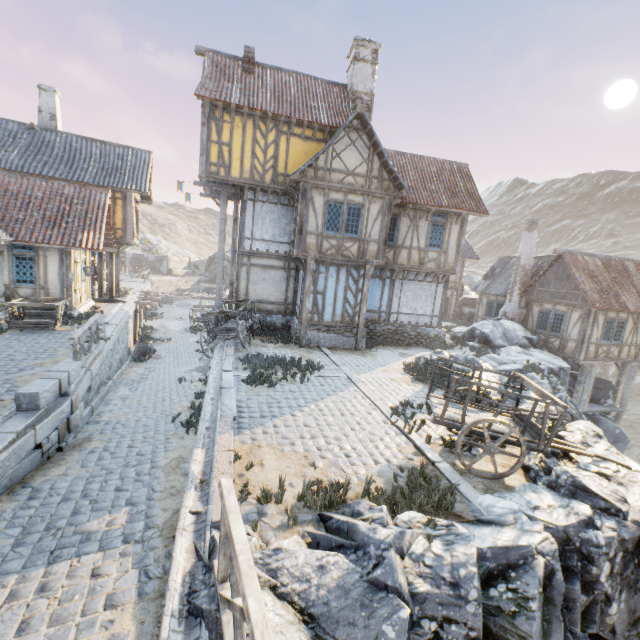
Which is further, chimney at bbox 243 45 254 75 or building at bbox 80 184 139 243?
building at bbox 80 184 139 243

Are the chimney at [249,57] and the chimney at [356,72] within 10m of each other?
yes

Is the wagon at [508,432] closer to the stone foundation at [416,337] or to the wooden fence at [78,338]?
the stone foundation at [416,337]

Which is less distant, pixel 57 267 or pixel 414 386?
pixel 414 386

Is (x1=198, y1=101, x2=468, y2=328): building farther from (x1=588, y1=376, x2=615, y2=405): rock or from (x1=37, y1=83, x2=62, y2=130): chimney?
(x1=37, y1=83, x2=62, y2=130): chimney

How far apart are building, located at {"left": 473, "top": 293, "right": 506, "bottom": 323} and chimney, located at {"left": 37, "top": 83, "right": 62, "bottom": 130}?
30.7m

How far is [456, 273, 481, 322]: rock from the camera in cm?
2869

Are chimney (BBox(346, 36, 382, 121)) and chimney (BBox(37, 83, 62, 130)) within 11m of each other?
no
